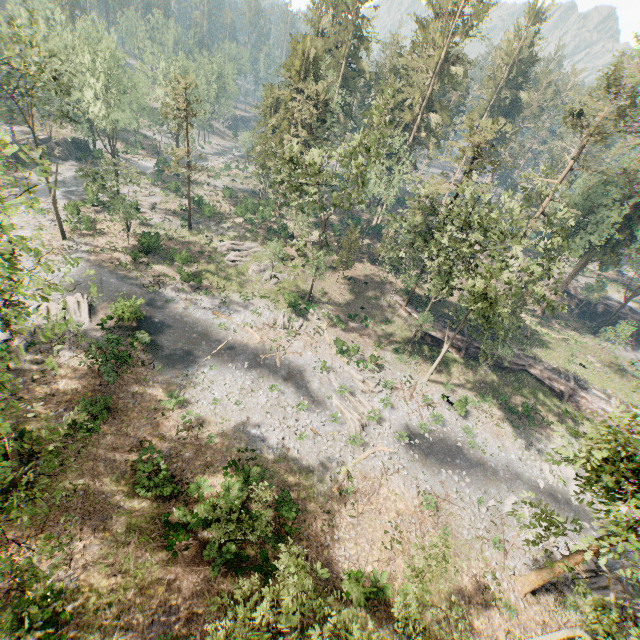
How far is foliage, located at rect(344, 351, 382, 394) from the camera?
31.9 meters

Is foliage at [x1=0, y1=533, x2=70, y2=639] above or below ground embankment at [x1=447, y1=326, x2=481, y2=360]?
above

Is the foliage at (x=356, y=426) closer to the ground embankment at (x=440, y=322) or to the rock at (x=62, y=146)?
the ground embankment at (x=440, y=322)

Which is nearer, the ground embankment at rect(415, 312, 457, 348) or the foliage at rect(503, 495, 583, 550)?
the foliage at rect(503, 495, 583, 550)

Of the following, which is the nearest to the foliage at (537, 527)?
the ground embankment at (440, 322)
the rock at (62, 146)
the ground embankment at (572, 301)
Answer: the ground embankment at (440, 322)

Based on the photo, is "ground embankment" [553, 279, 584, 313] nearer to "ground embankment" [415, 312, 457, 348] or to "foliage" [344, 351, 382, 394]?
"foliage" [344, 351, 382, 394]

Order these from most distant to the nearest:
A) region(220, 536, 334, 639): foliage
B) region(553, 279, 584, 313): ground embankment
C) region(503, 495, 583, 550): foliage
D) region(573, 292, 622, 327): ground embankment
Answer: region(553, 279, 584, 313): ground embankment → region(573, 292, 622, 327): ground embankment → region(503, 495, 583, 550): foliage → region(220, 536, 334, 639): foliage

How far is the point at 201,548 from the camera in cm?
1855
